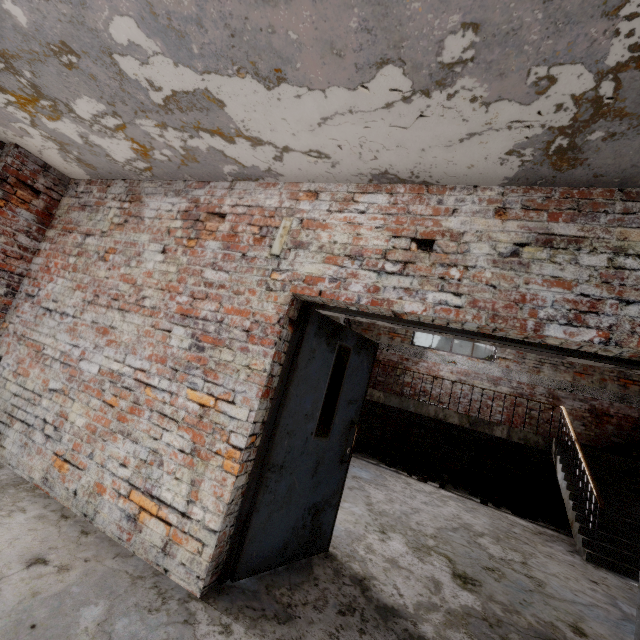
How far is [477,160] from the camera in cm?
205

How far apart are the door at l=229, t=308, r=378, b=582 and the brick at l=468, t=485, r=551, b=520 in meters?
6.1 m

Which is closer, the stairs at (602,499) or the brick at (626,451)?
the stairs at (602,499)

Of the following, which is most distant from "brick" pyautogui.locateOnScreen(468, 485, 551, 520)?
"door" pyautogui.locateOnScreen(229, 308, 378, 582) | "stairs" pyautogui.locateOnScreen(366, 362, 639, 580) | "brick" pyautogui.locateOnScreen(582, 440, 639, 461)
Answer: "door" pyautogui.locateOnScreen(229, 308, 378, 582)

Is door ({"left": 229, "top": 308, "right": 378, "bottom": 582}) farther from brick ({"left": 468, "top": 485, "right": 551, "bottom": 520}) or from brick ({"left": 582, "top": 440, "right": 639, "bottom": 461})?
brick ({"left": 582, "top": 440, "right": 639, "bottom": 461})

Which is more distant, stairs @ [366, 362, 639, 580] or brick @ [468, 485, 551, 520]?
brick @ [468, 485, 551, 520]

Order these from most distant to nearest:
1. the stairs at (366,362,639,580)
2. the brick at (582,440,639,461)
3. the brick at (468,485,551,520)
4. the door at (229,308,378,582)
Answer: the brick at (582,440,639,461) < the brick at (468,485,551,520) < the stairs at (366,362,639,580) < the door at (229,308,378,582)

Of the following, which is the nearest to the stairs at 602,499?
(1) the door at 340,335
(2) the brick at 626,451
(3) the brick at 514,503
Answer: (2) the brick at 626,451
